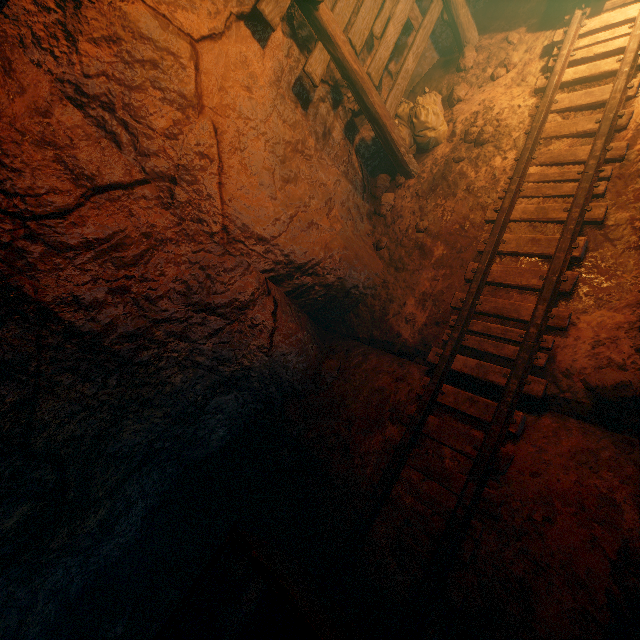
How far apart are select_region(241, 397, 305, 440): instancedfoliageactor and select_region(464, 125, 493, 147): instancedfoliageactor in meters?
4.4

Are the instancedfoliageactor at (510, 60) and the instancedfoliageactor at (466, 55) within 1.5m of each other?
yes

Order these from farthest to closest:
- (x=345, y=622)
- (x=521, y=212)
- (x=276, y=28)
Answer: (x=521, y=212) < (x=276, y=28) < (x=345, y=622)

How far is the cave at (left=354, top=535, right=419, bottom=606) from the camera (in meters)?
2.70

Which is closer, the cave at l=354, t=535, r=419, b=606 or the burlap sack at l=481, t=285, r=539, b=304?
the cave at l=354, t=535, r=419, b=606

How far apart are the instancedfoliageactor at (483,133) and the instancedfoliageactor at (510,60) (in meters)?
1.06

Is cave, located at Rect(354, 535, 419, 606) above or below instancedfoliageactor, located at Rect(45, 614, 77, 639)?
below

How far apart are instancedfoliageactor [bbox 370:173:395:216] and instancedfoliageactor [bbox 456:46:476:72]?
2.1m
